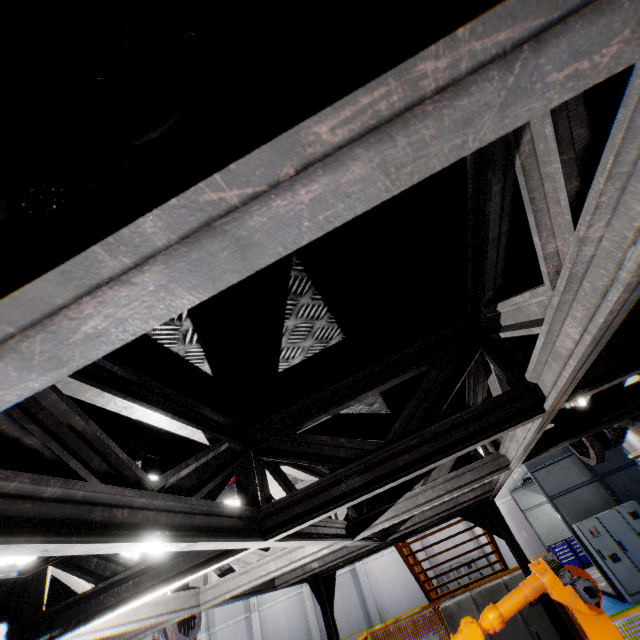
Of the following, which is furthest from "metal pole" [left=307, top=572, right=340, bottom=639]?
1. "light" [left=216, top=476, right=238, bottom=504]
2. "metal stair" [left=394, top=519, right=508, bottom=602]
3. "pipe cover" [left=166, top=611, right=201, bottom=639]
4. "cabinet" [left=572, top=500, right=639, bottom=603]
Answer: "cabinet" [left=572, top=500, right=639, bottom=603]

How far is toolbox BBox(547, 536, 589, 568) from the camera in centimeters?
1587cm

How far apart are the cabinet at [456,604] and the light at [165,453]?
7.1 meters

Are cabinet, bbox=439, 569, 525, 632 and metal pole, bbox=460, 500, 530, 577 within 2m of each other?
yes

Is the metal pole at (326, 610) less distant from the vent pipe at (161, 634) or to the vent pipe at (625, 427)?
the vent pipe at (161, 634)

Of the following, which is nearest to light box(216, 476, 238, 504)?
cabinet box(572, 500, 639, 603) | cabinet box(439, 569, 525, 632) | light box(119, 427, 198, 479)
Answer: light box(119, 427, 198, 479)

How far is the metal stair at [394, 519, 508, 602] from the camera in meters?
7.7 m

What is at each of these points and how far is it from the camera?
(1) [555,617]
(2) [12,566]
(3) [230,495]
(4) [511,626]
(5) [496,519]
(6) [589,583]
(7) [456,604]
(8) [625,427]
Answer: (1) metal pole, 5.3 meters
(2) light, 2.2 meters
(3) light, 2.6 meters
(4) cabinet, 6.0 meters
(5) metal pole, 6.2 meters
(6) robot arm, 3.3 meters
(7) cabinet, 6.4 meters
(8) vent pipe, 3.4 meters
